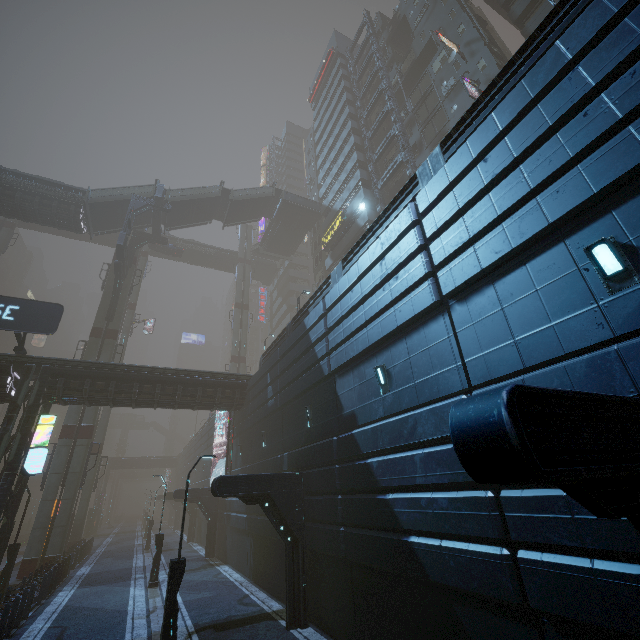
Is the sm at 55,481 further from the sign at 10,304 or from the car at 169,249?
the sign at 10,304

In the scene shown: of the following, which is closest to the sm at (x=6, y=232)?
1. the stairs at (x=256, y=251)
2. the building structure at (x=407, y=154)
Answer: the stairs at (x=256, y=251)

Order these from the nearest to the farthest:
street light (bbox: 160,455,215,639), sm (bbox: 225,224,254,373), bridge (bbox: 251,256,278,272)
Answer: street light (bbox: 160,455,215,639) < sm (bbox: 225,224,254,373) < bridge (bbox: 251,256,278,272)

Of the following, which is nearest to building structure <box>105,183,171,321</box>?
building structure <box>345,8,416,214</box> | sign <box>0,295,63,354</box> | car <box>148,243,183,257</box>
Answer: car <box>148,243,183,257</box>

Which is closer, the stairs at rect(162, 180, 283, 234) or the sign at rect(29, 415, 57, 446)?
the sign at rect(29, 415, 57, 446)

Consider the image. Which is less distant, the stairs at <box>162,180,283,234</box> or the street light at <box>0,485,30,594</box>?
the street light at <box>0,485,30,594</box>

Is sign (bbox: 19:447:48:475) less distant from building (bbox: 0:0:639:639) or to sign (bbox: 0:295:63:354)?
building (bbox: 0:0:639:639)

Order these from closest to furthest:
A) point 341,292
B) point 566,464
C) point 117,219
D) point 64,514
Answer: point 566,464 → point 341,292 → point 64,514 → point 117,219
